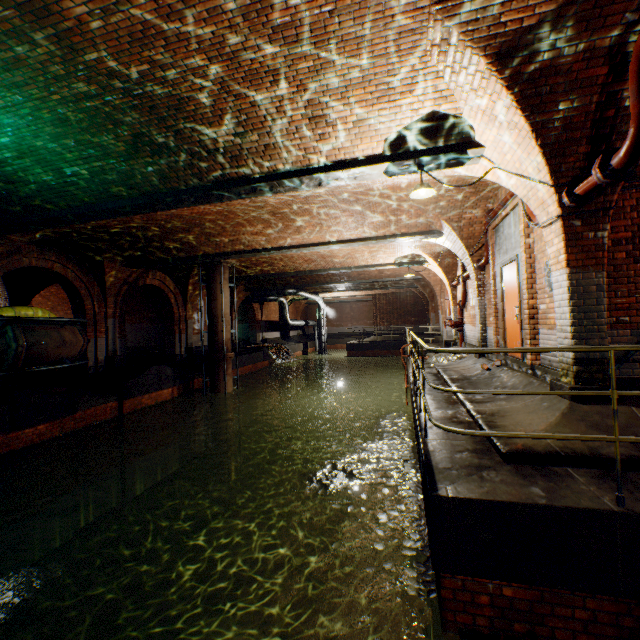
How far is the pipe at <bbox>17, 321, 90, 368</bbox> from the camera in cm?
679

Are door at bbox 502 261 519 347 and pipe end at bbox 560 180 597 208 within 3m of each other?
yes

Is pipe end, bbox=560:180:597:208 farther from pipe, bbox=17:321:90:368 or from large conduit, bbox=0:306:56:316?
pipe, bbox=17:321:90:368

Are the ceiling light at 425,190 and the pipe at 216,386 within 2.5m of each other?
no

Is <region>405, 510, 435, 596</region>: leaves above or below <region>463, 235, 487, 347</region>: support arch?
below

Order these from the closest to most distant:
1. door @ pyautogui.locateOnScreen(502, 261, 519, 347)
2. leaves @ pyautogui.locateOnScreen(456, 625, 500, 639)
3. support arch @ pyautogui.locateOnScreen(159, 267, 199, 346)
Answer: leaves @ pyautogui.locateOnScreen(456, 625, 500, 639) < door @ pyautogui.locateOnScreen(502, 261, 519, 347) < support arch @ pyautogui.locateOnScreen(159, 267, 199, 346)

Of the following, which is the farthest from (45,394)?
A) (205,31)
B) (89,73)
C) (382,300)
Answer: (382,300)

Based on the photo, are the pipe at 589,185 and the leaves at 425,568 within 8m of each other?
yes
